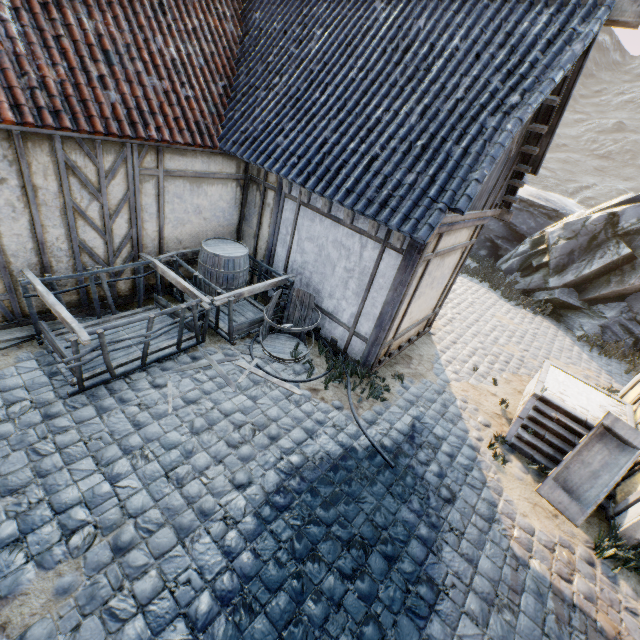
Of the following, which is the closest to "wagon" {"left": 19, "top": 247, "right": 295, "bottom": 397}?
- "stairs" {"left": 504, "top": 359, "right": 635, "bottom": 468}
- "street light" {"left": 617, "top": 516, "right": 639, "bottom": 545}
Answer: "stairs" {"left": 504, "top": 359, "right": 635, "bottom": 468}

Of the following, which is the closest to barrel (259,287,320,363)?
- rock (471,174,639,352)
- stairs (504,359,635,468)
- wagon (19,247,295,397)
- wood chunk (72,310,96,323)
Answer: wagon (19,247,295,397)

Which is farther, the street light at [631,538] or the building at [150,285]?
the building at [150,285]

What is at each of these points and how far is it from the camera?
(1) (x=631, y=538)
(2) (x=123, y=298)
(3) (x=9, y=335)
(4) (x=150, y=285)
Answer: (1) street light, 4.3m
(2) building, 6.1m
(3) wood chunk, 4.8m
(4) building, 6.4m

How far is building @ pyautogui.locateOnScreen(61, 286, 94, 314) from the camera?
5.39m

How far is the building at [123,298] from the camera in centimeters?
585cm

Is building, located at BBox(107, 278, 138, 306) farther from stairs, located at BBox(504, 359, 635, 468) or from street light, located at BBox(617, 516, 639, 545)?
street light, located at BBox(617, 516, 639, 545)

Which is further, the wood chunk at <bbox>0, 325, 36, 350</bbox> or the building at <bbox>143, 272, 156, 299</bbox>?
the building at <bbox>143, 272, 156, 299</bbox>
